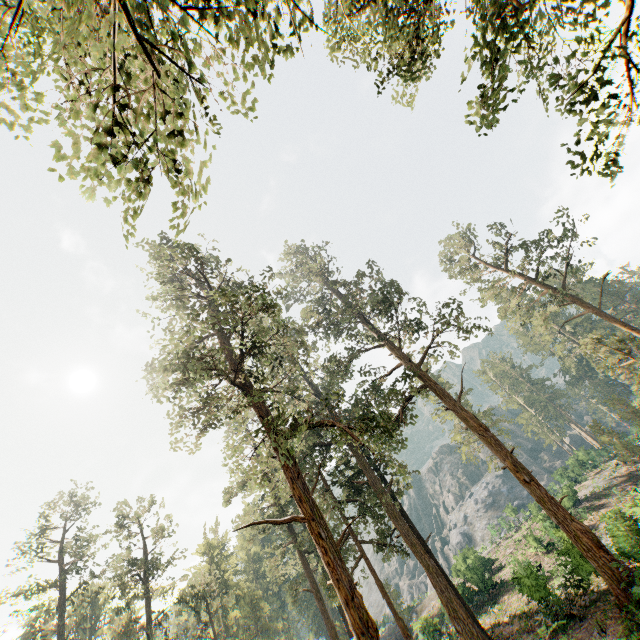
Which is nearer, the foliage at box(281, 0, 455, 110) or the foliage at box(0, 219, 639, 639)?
the foliage at box(281, 0, 455, 110)

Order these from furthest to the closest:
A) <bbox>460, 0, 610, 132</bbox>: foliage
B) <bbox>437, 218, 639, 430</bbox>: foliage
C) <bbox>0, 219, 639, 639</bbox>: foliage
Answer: <bbox>437, 218, 639, 430</bbox>: foliage, <bbox>0, 219, 639, 639</bbox>: foliage, <bbox>460, 0, 610, 132</bbox>: foliage

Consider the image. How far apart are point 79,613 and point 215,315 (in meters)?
61.89

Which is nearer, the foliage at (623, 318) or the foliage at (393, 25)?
the foliage at (393, 25)
